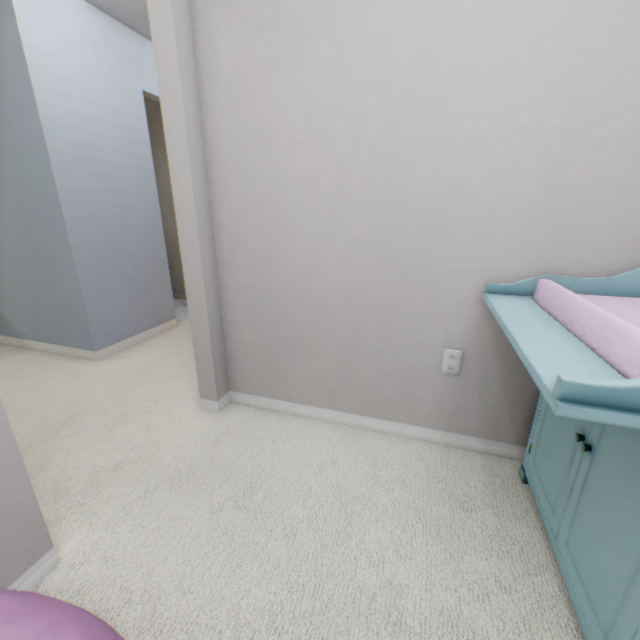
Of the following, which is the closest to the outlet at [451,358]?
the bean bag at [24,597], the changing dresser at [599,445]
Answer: the changing dresser at [599,445]

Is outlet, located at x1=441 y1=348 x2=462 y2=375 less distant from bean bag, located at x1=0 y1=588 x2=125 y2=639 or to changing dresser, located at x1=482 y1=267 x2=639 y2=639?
changing dresser, located at x1=482 y1=267 x2=639 y2=639

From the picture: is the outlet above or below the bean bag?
above

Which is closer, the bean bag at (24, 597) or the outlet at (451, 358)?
the bean bag at (24, 597)

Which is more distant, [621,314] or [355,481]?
[355,481]

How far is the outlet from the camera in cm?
147

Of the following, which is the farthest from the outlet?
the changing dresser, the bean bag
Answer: the bean bag
